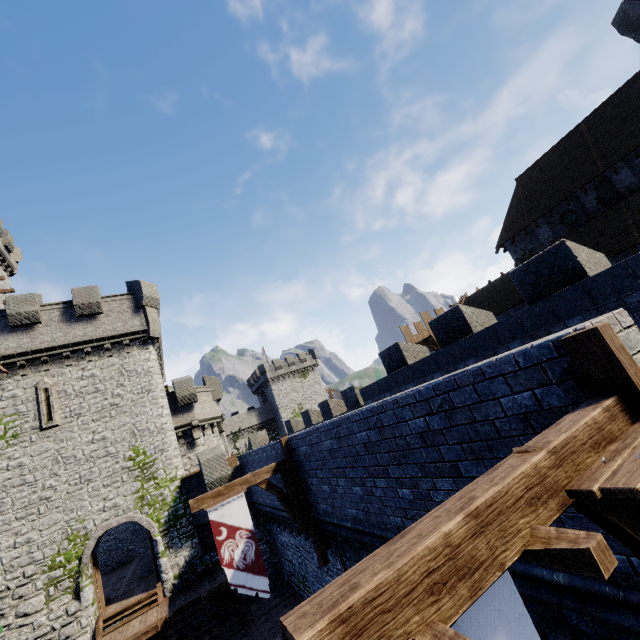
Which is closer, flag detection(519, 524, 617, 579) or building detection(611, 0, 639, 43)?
flag detection(519, 524, 617, 579)

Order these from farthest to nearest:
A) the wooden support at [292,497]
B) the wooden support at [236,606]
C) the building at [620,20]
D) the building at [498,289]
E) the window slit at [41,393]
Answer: the building at [498,289] → the building at [620,20] → the window slit at [41,393] → the wooden support at [236,606] → the wooden support at [292,497]

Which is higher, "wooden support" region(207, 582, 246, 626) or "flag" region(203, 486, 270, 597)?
"flag" region(203, 486, 270, 597)

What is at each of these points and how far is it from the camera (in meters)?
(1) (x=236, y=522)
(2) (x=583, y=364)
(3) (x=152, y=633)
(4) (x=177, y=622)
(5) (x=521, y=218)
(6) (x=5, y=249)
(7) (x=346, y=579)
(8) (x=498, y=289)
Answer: (1) flag, 9.40
(2) wooden post, 3.00
(3) wooden support, 13.40
(4) stairs, 13.60
(5) building, 29.55
(6) building, 31.41
(7) wooden beam, 1.54
(8) building, 30.38

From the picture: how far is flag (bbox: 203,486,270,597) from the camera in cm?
890

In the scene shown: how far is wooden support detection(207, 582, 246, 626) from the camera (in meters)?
14.61

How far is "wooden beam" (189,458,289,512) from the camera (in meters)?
9.46

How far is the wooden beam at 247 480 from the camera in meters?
9.5 m
